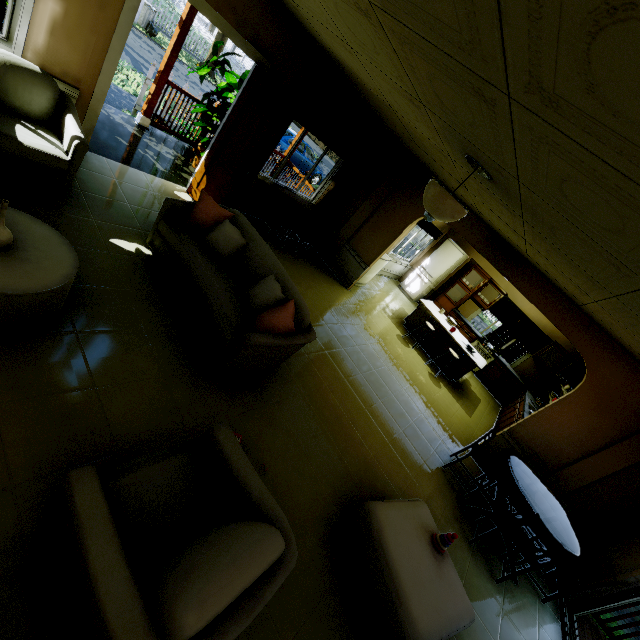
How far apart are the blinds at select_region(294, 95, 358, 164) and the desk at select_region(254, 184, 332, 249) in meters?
1.1

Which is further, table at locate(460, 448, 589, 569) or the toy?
table at locate(460, 448, 589, 569)

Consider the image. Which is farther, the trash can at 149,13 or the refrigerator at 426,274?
the trash can at 149,13

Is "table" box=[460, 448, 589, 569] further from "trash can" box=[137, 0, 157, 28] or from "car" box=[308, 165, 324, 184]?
"trash can" box=[137, 0, 157, 28]

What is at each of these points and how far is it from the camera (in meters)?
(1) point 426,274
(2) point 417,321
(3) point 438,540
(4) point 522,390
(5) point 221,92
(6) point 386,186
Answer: (1) refrigerator, 10.42
(2) table, 8.05
(3) toy, 2.83
(4) kitchen cabinet, 9.06
(5) plant, 5.58
(6) wall pillar, 6.70

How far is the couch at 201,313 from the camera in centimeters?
291cm

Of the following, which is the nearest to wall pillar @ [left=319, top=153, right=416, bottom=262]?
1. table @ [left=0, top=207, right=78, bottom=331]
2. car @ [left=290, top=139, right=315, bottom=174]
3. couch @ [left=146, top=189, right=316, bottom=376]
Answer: couch @ [left=146, top=189, right=316, bottom=376]

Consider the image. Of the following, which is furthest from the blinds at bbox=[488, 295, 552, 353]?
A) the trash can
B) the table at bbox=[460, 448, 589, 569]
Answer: the trash can
